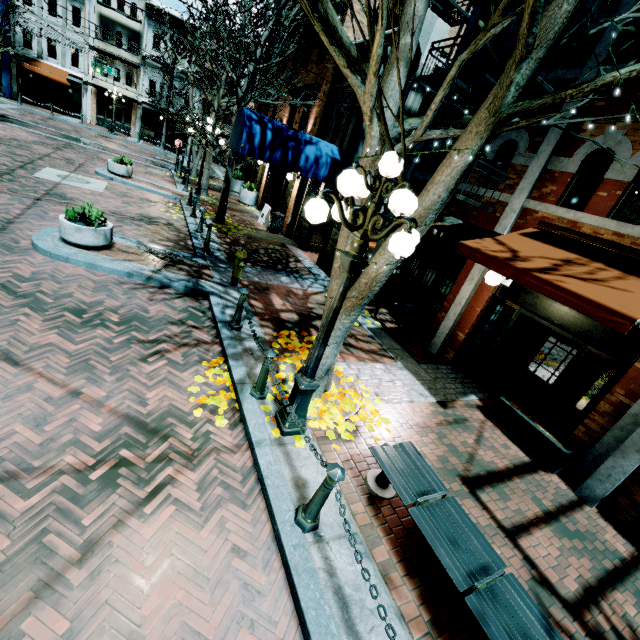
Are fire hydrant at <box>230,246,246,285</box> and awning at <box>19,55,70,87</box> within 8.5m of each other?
no

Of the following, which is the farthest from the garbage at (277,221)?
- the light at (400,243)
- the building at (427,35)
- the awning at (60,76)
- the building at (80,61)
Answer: the awning at (60,76)

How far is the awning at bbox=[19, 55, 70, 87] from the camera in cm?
2661

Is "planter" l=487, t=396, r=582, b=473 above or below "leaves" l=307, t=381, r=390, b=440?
above

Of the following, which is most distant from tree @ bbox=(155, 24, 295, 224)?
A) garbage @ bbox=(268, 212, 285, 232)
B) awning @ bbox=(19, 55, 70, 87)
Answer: awning @ bbox=(19, 55, 70, 87)

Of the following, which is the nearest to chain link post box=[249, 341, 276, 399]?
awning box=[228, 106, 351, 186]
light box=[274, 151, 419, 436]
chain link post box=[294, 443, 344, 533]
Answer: light box=[274, 151, 419, 436]

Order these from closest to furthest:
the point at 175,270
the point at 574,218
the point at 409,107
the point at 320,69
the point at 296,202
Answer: the point at 574,218
the point at 175,270
the point at 409,107
the point at 320,69
the point at 296,202

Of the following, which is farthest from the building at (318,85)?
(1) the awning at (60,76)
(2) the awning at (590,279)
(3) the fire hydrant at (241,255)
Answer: (1) the awning at (60,76)
